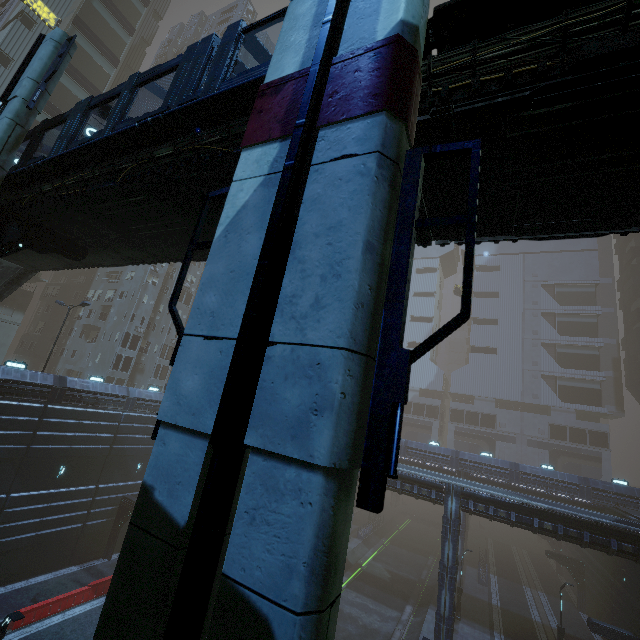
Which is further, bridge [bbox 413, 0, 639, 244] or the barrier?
the barrier

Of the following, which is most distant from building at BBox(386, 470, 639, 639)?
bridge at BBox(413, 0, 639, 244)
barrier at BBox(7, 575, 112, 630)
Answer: bridge at BBox(413, 0, 639, 244)

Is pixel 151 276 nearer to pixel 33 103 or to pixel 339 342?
pixel 33 103

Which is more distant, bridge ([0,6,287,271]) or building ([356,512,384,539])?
building ([356,512,384,539])

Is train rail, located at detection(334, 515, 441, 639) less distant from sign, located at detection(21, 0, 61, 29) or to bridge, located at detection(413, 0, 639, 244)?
bridge, located at detection(413, 0, 639, 244)

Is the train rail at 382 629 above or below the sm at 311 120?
below

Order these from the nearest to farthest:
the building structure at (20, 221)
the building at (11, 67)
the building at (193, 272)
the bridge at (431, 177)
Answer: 1. the bridge at (431, 177)
2. the building structure at (20, 221)
3. the building at (11, 67)
4. the building at (193, 272)

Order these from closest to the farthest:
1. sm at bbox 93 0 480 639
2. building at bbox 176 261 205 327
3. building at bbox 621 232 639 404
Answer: sm at bbox 93 0 480 639 < building at bbox 176 261 205 327 < building at bbox 621 232 639 404
